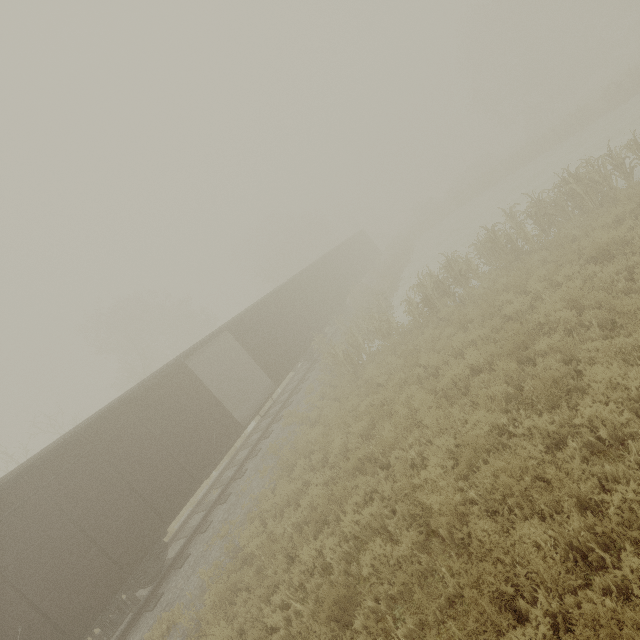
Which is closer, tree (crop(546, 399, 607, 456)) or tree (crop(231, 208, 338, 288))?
tree (crop(546, 399, 607, 456))

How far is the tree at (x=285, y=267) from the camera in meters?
40.3 m

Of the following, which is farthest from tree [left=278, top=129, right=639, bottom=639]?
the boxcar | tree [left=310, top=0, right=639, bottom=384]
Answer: tree [left=310, top=0, right=639, bottom=384]

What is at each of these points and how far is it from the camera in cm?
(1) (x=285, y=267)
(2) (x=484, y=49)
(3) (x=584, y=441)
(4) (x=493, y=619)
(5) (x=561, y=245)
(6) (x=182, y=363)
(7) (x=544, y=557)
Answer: (1) tree, 4709
(2) tree, 3984
(3) tree, 475
(4) tree, 345
(5) tree, 1040
(6) boxcar, 1188
(7) tree, 386

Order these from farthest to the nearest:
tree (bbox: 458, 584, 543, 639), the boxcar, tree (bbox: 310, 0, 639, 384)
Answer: tree (bbox: 310, 0, 639, 384) → the boxcar → tree (bbox: 458, 584, 543, 639)

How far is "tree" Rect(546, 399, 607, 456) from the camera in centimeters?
464cm

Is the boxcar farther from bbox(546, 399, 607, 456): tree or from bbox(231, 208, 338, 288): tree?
bbox(231, 208, 338, 288): tree

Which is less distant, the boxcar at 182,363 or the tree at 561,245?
the boxcar at 182,363
